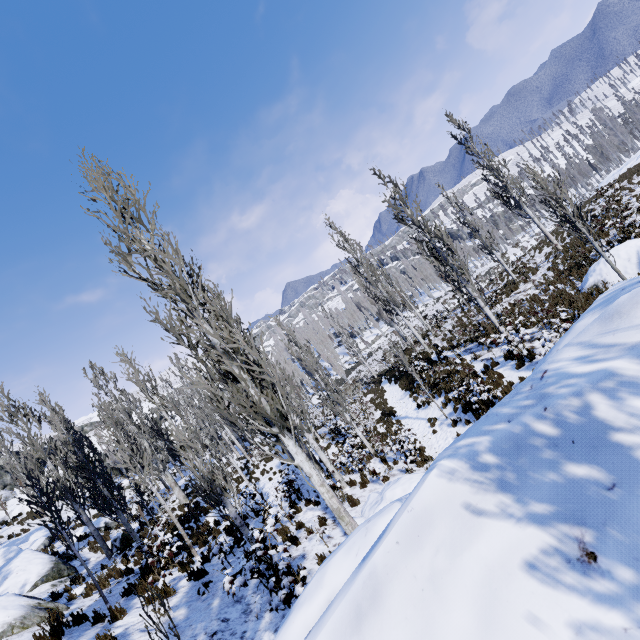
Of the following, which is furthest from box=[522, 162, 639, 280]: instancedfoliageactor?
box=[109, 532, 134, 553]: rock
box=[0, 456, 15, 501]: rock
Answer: A: box=[0, 456, 15, 501]: rock

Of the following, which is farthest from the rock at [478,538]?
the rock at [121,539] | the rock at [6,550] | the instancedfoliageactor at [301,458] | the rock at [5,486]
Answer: the rock at [5,486]

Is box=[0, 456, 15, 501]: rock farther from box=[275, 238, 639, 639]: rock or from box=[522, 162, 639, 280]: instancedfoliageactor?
box=[275, 238, 639, 639]: rock

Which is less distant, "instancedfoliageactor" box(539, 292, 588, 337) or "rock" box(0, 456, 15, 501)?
"instancedfoliageactor" box(539, 292, 588, 337)

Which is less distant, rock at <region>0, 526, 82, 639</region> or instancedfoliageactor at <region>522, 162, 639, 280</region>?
rock at <region>0, 526, 82, 639</region>

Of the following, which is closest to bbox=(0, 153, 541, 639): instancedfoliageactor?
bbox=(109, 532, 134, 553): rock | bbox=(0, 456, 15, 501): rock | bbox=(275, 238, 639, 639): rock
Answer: bbox=(275, 238, 639, 639): rock

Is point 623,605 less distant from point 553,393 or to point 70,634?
point 553,393

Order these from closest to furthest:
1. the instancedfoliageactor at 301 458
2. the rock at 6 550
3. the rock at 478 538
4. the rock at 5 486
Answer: the rock at 478 538 < the instancedfoliageactor at 301 458 < the rock at 6 550 < the rock at 5 486
